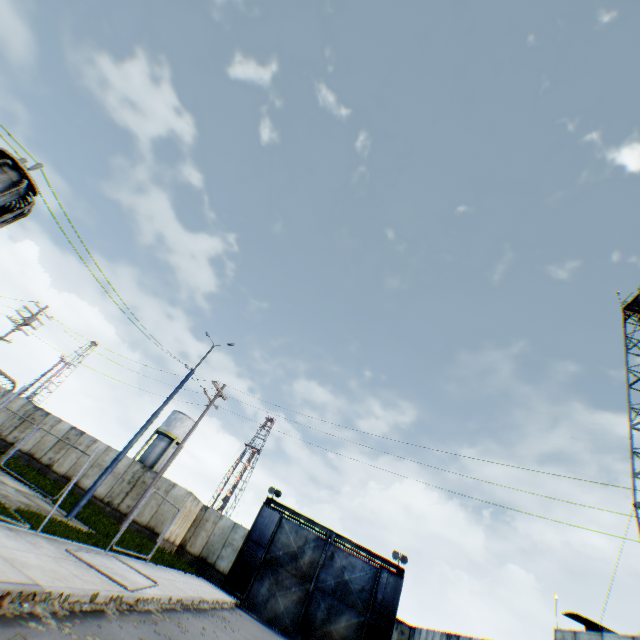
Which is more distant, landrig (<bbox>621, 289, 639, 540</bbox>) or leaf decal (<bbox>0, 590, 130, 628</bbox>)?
landrig (<bbox>621, 289, 639, 540</bbox>)

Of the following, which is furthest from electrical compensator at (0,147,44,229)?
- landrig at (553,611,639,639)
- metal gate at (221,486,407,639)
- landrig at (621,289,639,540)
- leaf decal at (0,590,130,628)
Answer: landrig at (621,289,639,540)

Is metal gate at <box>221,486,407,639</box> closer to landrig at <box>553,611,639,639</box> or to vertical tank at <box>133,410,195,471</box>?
landrig at <box>553,611,639,639</box>

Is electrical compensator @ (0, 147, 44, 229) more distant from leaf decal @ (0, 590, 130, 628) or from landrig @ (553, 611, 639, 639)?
landrig @ (553, 611, 639, 639)

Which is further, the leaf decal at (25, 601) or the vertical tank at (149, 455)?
the vertical tank at (149, 455)

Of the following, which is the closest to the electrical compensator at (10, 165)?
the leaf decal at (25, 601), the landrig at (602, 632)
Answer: the leaf decal at (25, 601)

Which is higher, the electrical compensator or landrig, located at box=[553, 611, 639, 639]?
landrig, located at box=[553, 611, 639, 639]

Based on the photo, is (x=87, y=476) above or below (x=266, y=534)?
below
